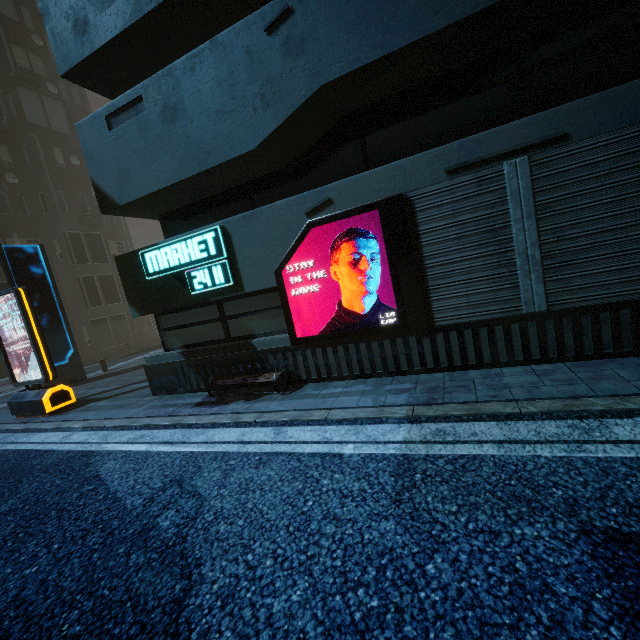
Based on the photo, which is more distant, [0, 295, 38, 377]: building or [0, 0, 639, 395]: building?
[0, 295, 38, 377]: building

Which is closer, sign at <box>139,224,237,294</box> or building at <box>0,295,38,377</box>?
sign at <box>139,224,237,294</box>

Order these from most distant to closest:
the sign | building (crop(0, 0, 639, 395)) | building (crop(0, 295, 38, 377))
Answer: building (crop(0, 295, 38, 377)), the sign, building (crop(0, 0, 639, 395))

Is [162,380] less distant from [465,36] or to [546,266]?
[546,266]

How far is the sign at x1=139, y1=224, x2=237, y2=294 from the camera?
6.4 meters

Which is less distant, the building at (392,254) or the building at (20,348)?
the building at (392,254)

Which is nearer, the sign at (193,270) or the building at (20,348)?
the sign at (193,270)
